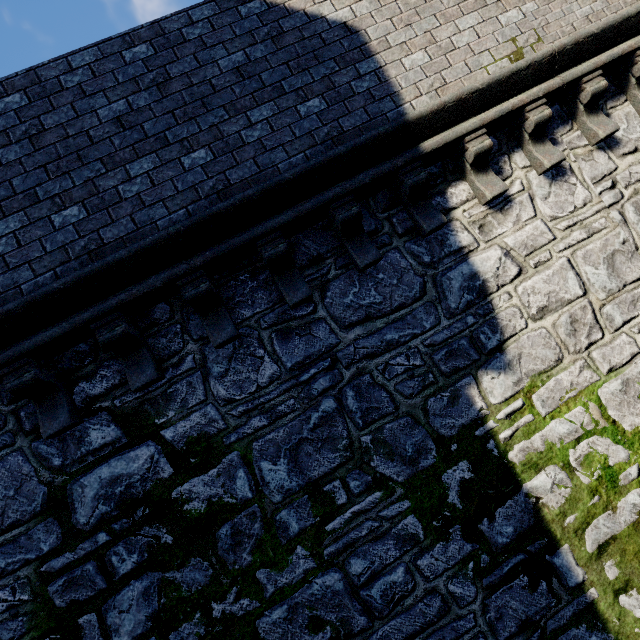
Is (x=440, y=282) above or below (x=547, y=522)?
above
